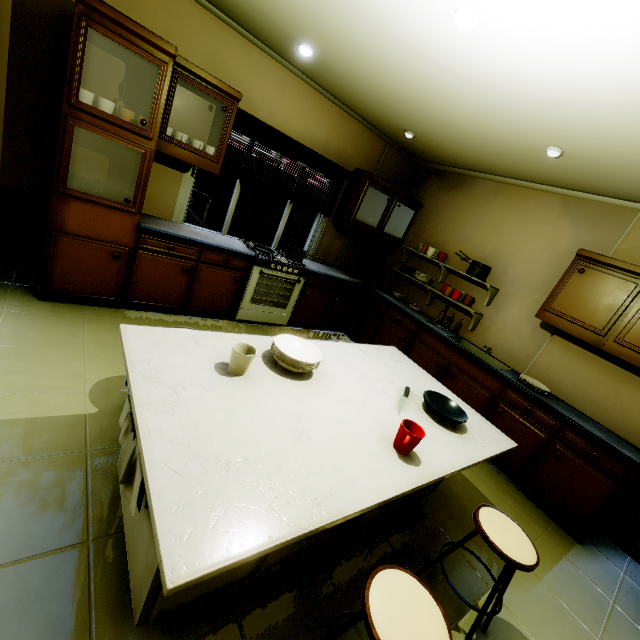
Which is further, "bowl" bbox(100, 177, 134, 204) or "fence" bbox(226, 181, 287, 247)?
"fence" bbox(226, 181, 287, 247)

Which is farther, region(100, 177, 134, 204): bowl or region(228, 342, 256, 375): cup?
region(100, 177, 134, 204): bowl

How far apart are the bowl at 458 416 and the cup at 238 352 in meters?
1.1 m

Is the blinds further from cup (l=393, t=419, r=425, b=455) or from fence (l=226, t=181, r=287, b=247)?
cup (l=393, t=419, r=425, b=455)

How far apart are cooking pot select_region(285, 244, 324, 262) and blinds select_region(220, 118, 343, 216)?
0.64m

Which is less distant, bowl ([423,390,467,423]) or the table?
the table

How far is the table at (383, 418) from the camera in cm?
87

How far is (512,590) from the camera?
2.0m
